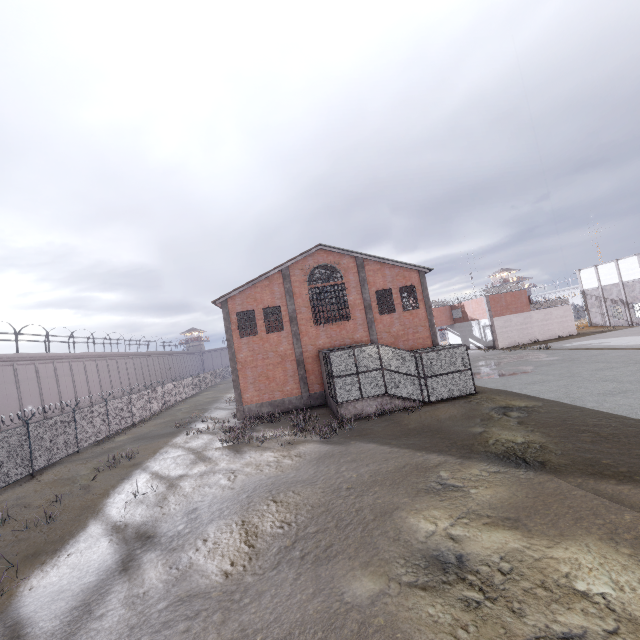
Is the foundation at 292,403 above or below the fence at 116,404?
below

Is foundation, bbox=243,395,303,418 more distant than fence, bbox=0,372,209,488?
Yes

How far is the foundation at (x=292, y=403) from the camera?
23.75m

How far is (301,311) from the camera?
24.88m

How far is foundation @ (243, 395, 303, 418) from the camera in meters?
23.8 m

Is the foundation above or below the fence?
below
